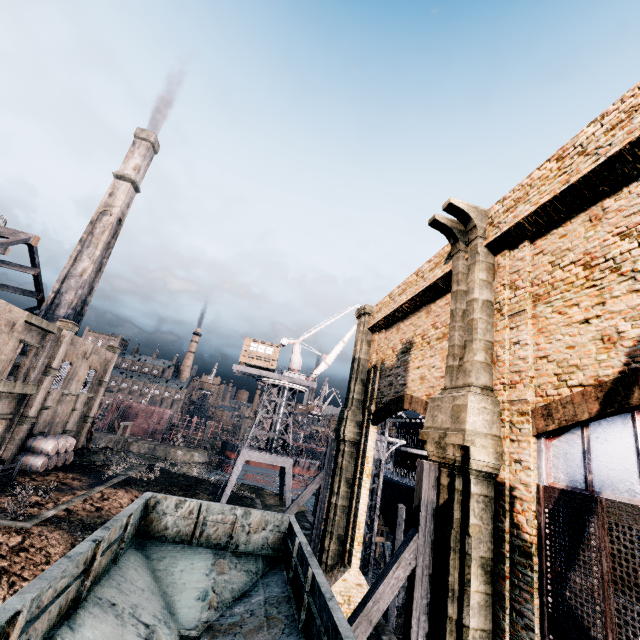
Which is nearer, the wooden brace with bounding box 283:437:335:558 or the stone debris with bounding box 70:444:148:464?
the wooden brace with bounding box 283:437:335:558

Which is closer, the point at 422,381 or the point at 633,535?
the point at 633,535

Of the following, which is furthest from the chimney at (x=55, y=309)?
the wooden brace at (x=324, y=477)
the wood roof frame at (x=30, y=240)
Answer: the wooden brace at (x=324, y=477)

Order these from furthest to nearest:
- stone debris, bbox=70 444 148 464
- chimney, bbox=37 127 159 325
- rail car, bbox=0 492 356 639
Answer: chimney, bbox=37 127 159 325, stone debris, bbox=70 444 148 464, rail car, bbox=0 492 356 639

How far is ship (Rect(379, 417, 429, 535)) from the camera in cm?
2903

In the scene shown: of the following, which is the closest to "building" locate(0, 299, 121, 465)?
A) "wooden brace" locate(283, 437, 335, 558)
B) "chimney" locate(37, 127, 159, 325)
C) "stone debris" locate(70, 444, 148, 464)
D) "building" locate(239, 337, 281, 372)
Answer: "chimney" locate(37, 127, 159, 325)

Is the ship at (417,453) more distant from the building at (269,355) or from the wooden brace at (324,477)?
the building at (269,355)

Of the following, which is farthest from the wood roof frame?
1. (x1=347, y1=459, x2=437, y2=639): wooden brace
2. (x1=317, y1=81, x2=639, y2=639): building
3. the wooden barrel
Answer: (x1=347, y1=459, x2=437, y2=639): wooden brace
